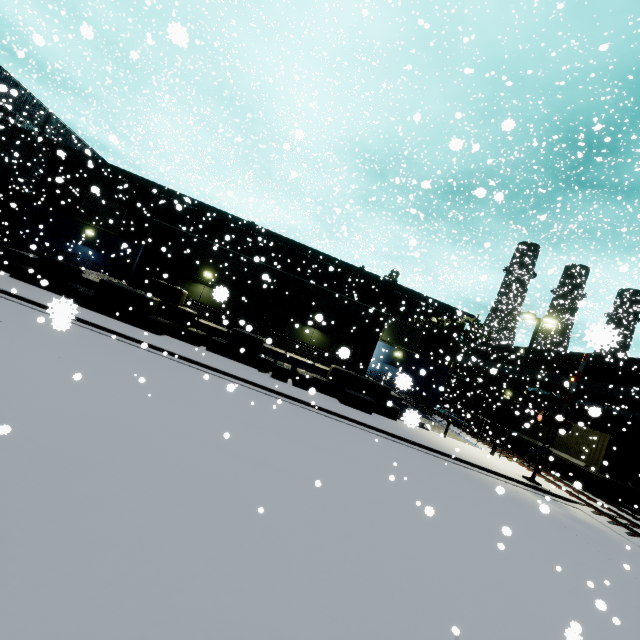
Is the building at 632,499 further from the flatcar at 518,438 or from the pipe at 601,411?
the flatcar at 518,438

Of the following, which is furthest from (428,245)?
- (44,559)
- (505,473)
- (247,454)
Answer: (44,559)

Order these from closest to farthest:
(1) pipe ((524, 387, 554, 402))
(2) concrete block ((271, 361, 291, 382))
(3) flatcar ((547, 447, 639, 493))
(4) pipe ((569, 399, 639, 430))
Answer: (4) pipe ((569, 399, 639, 430)), (2) concrete block ((271, 361, 291, 382)), (3) flatcar ((547, 447, 639, 493)), (1) pipe ((524, 387, 554, 402))

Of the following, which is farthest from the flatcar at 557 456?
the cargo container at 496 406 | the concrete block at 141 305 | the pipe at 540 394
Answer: the concrete block at 141 305

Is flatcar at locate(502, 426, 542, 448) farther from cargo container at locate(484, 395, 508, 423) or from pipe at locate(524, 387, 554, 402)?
pipe at locate(524, 387, 554, 402)

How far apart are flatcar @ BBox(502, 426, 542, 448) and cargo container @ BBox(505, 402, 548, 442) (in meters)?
0.01

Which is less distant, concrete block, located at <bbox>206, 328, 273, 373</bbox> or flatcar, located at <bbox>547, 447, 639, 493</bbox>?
concrete block, located at <bbox>206, 328, 273, 373</bbox>

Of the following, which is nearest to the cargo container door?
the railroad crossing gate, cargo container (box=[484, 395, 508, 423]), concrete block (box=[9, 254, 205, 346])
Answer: cargo container (box=[484, 395, 508, 423])
